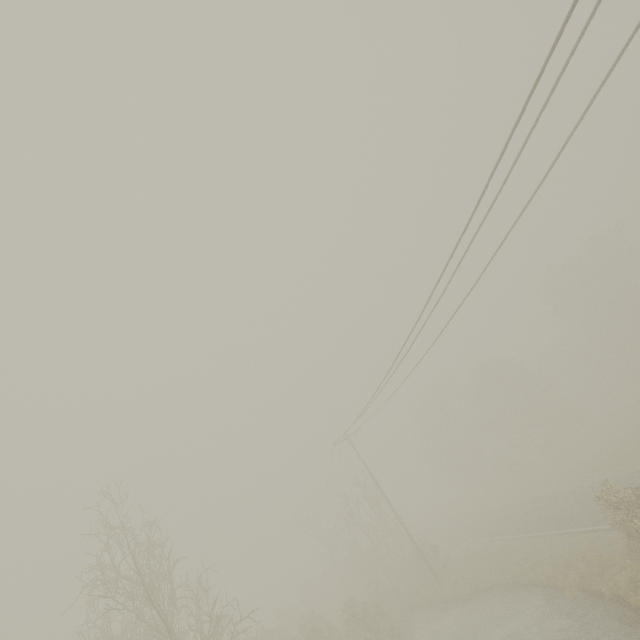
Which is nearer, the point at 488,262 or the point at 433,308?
the point at 488,262
